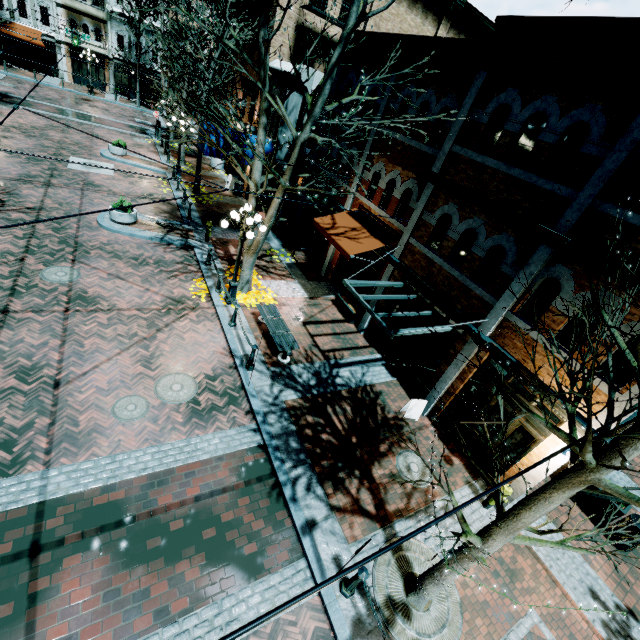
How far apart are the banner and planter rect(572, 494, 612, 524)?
16.37m

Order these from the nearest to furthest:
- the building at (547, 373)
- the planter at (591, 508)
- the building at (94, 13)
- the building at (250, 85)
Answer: the building at (547, 373)
the planter at (591, 508)
the building at (250, 85)
the building at (94, 13)

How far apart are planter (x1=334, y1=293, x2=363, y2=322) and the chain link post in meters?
8.5

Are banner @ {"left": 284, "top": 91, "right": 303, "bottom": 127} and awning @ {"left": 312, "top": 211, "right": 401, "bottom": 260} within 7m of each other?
yes

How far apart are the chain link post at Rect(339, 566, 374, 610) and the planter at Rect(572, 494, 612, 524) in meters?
7.5 m

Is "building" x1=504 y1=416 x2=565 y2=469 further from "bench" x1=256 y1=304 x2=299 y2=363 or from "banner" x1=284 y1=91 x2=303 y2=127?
"bench" x1=256 y1=304 x2=299 y2=363

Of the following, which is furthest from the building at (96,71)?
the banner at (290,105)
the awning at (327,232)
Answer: the awning at (327,232)

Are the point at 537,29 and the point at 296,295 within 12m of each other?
yes
